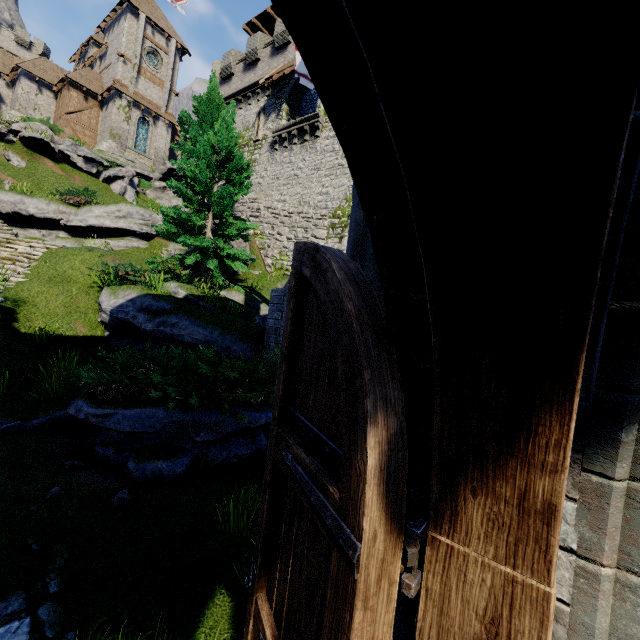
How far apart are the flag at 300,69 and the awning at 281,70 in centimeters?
1413cm

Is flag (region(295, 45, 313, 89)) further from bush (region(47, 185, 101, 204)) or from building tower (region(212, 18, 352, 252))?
bush (region(47, 185, 101, 204))

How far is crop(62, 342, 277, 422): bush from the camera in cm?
531

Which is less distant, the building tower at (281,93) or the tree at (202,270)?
the tree at (202,270)

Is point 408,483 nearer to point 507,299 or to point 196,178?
point 507,299

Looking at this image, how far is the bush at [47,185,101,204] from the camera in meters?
15.5 m

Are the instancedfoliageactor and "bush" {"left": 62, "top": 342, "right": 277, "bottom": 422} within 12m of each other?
yes

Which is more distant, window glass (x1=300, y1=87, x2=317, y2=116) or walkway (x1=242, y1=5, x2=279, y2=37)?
walkway (x1=242, y1=5, x2=279, y2=37)
